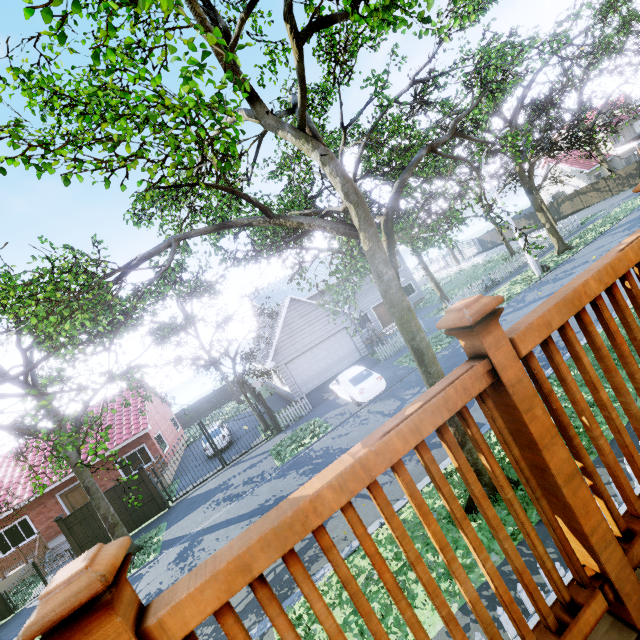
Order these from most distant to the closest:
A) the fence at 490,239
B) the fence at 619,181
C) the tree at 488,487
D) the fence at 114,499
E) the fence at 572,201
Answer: the fence at 490,239 < the fence at 572,201 < the fence at 619,181 < the fence at 114,499 < the tree at 488,487

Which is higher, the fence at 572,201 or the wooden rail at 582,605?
the wooden rail at 582,605

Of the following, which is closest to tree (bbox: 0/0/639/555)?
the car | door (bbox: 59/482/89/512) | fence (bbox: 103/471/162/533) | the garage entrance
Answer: fence (bbox: 103/471/162/533)

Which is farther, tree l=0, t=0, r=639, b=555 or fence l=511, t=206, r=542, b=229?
fence l=511, t=206, r=542, b=229

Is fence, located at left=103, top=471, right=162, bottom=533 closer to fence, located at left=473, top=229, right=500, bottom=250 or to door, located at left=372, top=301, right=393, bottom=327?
fence, located at left=473, top=229, right=500, bottom=250

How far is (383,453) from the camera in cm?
79

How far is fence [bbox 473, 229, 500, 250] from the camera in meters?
48.3 m

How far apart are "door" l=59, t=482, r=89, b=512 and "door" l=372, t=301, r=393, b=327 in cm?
2358
